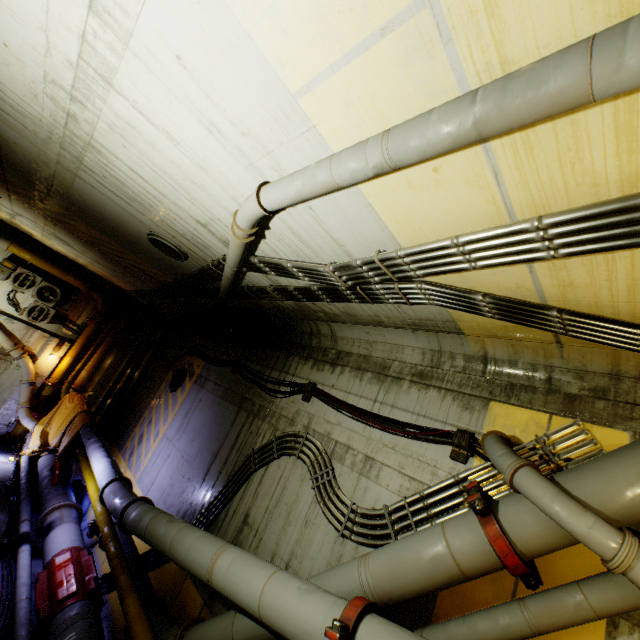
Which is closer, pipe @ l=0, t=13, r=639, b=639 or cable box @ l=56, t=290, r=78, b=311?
pipe @ l=0, t=13, r=639, b=639

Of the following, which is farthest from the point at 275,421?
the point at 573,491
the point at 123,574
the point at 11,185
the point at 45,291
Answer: the point at 45,291

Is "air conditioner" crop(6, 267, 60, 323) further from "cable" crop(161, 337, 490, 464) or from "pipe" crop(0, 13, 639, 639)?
"cable" crop(161, 337, 490, 464)

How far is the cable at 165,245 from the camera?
6.0 meters

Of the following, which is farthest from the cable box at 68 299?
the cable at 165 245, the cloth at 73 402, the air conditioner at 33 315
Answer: the cable at 165 245

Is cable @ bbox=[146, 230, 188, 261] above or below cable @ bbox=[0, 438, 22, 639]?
above

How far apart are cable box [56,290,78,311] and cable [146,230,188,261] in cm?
1003

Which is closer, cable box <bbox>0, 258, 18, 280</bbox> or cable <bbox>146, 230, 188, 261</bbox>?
cable <bbox>146, 230, 188, 261</bbox>
